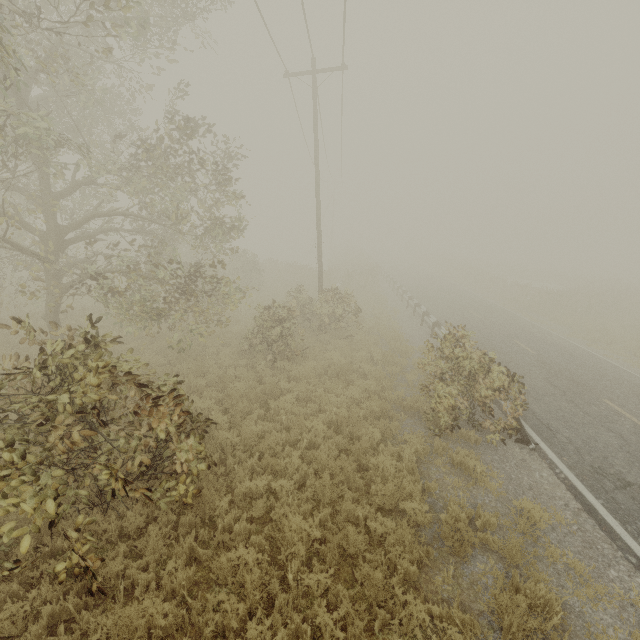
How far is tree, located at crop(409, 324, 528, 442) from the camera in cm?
809

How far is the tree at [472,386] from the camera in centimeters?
809cm

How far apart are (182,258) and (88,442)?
19.40m

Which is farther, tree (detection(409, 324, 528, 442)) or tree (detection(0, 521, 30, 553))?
tree (detection(409, 324, 528, 442))

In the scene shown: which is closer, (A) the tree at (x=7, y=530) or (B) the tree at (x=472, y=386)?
(A) the tree at (x=7, y=530)
